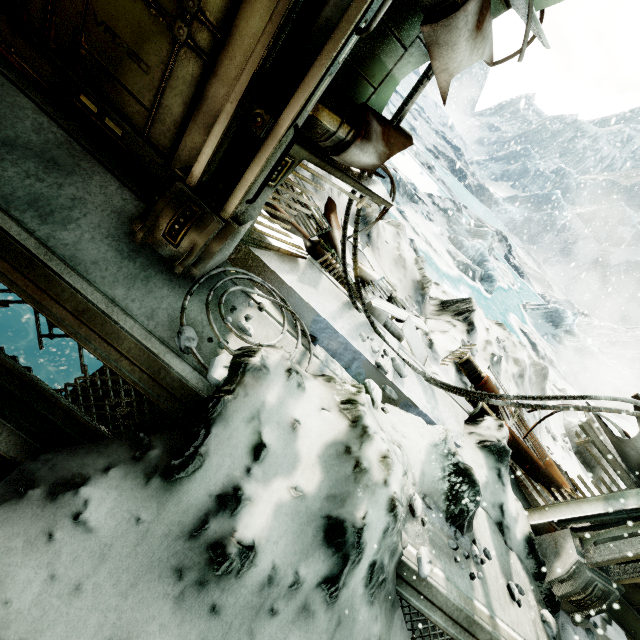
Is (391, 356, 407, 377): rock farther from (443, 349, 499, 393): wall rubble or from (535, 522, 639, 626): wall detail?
(535, 522, 639, 626): wall detail

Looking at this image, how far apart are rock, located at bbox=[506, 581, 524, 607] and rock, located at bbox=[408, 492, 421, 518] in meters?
0.8 m

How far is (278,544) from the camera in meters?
1.5 m

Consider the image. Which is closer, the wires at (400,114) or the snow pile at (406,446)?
the snow pile at (406,446)

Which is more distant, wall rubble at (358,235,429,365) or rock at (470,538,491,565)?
wall rubble at (358,235,429,365)

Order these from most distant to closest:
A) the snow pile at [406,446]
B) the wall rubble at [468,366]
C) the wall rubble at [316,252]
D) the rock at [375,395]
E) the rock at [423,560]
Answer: the wall rubble at [468,366] → the wall rubble at [316,252] → the rock at [375,395] → the rock at [423,560] → the snow pile at [406,446]

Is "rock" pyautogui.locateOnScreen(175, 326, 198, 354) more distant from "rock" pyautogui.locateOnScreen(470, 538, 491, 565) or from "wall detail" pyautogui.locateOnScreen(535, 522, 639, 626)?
"wall detail" pyautogui.locateOnScreen(535, 522, 639, 626)

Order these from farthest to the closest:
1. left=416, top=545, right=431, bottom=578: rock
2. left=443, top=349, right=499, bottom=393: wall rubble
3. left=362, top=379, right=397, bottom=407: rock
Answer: left=443, top=349, right=499, bottom=393: wall rubble, left=362, top=379, right=397, bottom=407: rock, left=416, top=545, right=431, bottom=578: rock
